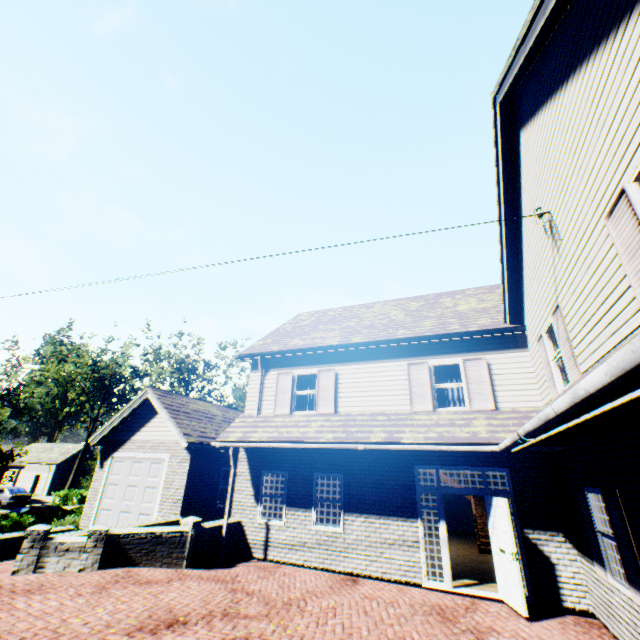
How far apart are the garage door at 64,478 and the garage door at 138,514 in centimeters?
3401cm

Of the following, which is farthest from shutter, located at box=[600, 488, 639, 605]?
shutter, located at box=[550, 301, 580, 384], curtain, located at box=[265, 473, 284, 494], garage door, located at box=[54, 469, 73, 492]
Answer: garage door, located at box=[54, 469, 73, 492]

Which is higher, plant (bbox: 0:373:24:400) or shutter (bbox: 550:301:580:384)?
plant (bbox: 0:373:24:400)

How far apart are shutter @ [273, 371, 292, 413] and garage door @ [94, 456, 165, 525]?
5.2 meters

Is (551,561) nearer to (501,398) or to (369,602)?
(501,398)

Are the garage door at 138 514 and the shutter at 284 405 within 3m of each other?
no

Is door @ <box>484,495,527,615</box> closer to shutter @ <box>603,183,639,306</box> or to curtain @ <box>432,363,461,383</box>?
curtain @ <box>432,363,461,383</box>

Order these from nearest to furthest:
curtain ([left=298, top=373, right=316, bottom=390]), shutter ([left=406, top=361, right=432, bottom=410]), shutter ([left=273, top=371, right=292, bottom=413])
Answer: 1. shutter ([left=406, top=361, right=432, bottom=410])
2. shutter ([left=273, top=371, right=292, bottom=413])
3. curtain ([left=298, top=373, right=316, bottom=390])
